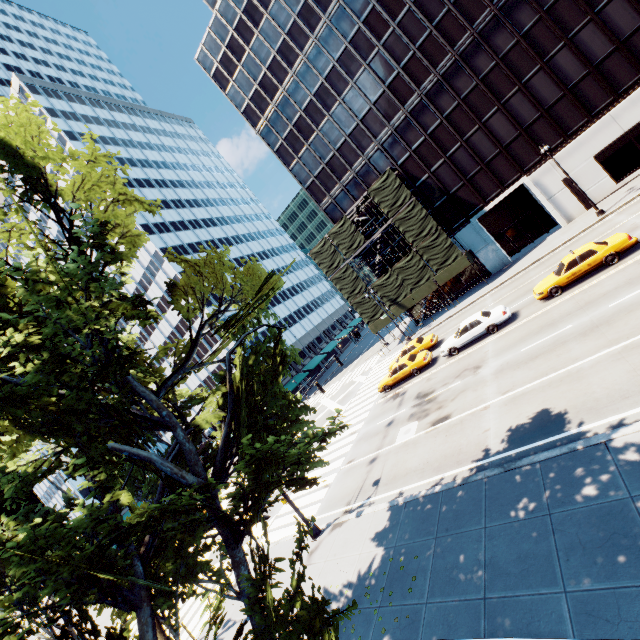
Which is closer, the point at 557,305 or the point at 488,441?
the point at 488,441

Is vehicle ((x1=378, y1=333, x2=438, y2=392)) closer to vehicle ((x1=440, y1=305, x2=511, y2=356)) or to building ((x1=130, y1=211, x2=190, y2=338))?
vehicle ((x1=440, y1=305, x2=511, y2=356))

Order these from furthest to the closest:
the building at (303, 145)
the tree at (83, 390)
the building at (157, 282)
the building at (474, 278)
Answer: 1. the building at (157, 282)
2. the building at (474, 278)
3. the building at (303, 145)
4. the tree at (83, 390)

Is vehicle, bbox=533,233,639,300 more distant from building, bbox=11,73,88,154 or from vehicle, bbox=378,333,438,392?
building, bbox=11,73,88,154

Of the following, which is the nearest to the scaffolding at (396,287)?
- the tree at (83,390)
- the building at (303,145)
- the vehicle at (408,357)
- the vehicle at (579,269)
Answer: the building at (303,145)

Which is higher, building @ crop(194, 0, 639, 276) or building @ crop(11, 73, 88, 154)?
building @ crop(11, 73, 88, 154)

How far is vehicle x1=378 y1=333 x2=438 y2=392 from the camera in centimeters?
2442cm

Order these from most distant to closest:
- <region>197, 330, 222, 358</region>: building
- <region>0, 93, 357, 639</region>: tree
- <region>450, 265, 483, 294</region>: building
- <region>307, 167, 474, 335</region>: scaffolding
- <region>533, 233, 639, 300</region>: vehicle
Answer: <region>197, 330, 222, 358</region>: building
<region>450, 265, 483, 294</region>: building
<region>307, 167, 474, 335</region>: scaffolding
<region>533, 233, 639, 300</region>: vehicle
<region>0, 93, 357, 639</region>: tree
